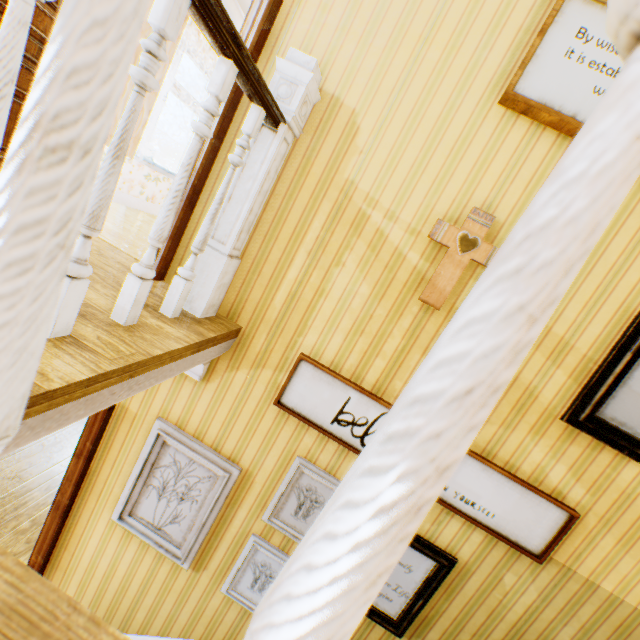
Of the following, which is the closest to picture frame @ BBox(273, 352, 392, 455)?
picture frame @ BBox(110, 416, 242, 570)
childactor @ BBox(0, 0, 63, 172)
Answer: picture frame @ BBox(110, 416, 242, 570)

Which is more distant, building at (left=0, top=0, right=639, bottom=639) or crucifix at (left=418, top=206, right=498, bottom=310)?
crucifix at (left=418, top=206, right=498, bottom=310)

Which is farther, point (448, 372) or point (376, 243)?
point (376, 243)

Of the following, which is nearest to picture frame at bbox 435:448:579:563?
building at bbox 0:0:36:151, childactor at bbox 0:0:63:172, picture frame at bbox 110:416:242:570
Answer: building at bbox 0:0:36:151

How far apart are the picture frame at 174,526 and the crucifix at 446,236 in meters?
1.8 m

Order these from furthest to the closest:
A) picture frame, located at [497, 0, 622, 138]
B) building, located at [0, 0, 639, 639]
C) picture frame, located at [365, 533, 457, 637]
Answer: picture frame, located at [365, 533, 457, 637], picture frame, located at [497, 0, 622, 138], building, located at [0, 0, 639, 639]

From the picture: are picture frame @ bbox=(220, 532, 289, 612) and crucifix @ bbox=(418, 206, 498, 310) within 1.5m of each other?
no

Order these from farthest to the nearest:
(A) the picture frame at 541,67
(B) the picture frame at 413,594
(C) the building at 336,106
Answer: (B) the picture frame at 413,594 → (A) the picture frame at 541,67 → (C) the building at 336,106
